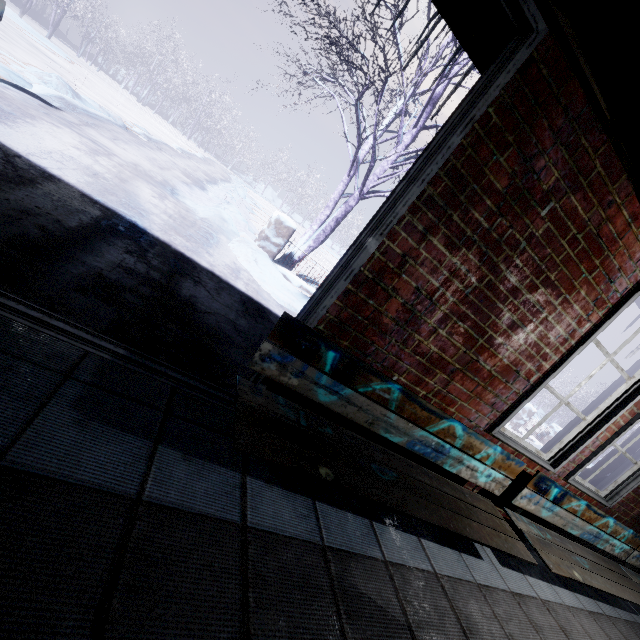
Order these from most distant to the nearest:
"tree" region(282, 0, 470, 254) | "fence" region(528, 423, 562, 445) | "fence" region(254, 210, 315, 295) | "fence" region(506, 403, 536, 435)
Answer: "fence" region(528, 423, 562, 445)
"fence" region(506, 403, 536, 435)
"fence" region(254, 210, 315, 295)
"tree" region(282, 0, 470, 254)

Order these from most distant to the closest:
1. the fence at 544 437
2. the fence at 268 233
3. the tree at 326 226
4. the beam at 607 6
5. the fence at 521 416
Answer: the fence at 544 437 → the fence at 521 416 → the fence at 268 233 → the tree at 326 226 → the beam at 607 6

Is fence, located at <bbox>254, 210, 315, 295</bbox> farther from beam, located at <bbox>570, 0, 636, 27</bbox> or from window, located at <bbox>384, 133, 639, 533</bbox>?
beam, located at <bbox>570, 0, 636, 27</bbox>

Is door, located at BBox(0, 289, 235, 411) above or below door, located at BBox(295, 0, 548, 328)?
below

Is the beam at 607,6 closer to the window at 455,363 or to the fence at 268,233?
the window at 455,363

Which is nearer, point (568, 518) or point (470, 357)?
point (470, 357)

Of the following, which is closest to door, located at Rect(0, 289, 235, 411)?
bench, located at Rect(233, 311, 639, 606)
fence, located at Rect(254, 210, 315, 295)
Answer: bench, located at Rect(233, 311, 639, 606)
